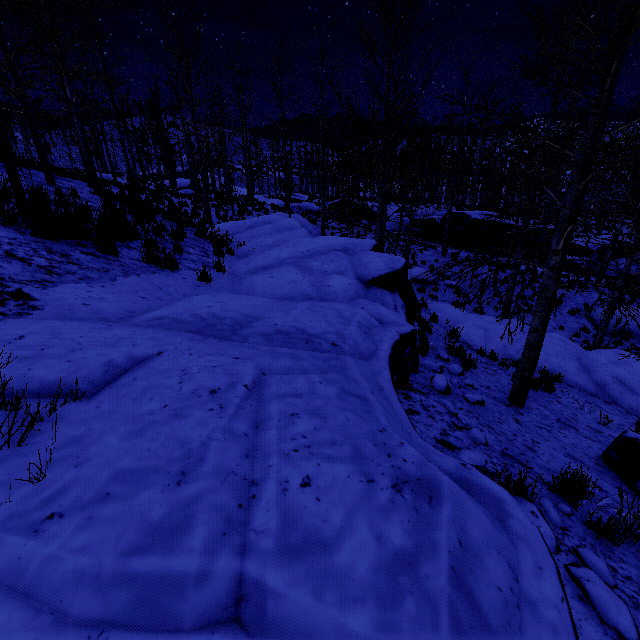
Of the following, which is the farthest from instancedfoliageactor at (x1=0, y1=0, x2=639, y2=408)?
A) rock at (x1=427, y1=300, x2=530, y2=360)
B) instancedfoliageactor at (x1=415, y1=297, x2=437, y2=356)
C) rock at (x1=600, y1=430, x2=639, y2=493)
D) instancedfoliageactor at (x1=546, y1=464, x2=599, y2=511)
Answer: instancedfoliageactor at (x1=546, y1=464, x2=599, y2=511)

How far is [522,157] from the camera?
12.8m

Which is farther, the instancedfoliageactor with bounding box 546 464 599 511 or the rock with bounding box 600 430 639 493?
the rock with bounding box 600 430 639 493

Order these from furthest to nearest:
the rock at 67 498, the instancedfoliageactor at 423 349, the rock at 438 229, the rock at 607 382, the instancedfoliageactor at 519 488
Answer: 1. the rock at 438 229
2. the rock at 607 382
3. the instancedfoliageactor at 423 349
4. the instancedfoliageactor at 519 488
5. the rock at 67 498

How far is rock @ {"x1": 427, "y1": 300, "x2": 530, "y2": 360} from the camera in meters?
10.8

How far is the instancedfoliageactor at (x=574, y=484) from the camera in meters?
3.2

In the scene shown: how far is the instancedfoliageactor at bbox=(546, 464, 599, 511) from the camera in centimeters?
325cm

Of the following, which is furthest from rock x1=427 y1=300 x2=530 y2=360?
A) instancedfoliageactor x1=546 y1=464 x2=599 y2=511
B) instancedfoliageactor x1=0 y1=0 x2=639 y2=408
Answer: instancedfoliageactor x1=546 y1=464 x2=599 y2=511
